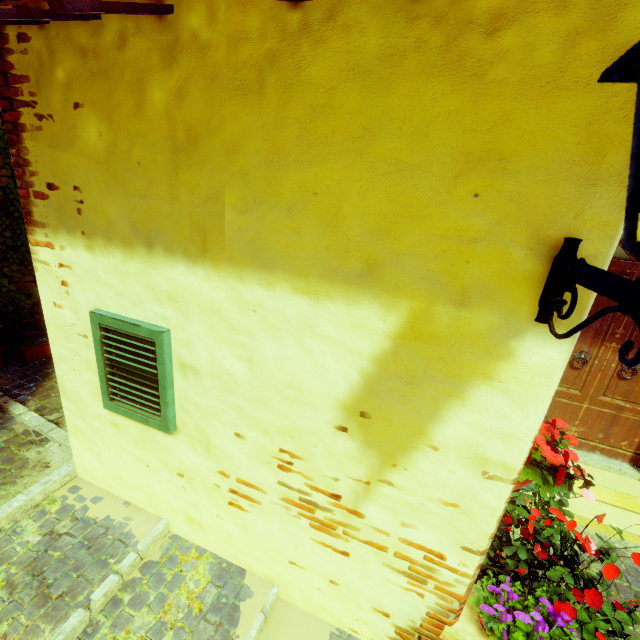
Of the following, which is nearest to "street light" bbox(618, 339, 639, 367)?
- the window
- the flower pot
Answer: the window

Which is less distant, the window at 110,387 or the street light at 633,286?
the street light at 633,286

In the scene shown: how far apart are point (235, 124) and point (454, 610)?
→ 2.63m

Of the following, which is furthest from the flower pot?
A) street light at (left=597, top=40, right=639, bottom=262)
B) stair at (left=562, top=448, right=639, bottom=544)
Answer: street light at (left=597, top=40, right=639, bottom=262)

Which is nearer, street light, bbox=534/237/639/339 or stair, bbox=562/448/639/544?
street light, bbox=534/237/639/339

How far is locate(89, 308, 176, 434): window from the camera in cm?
185
